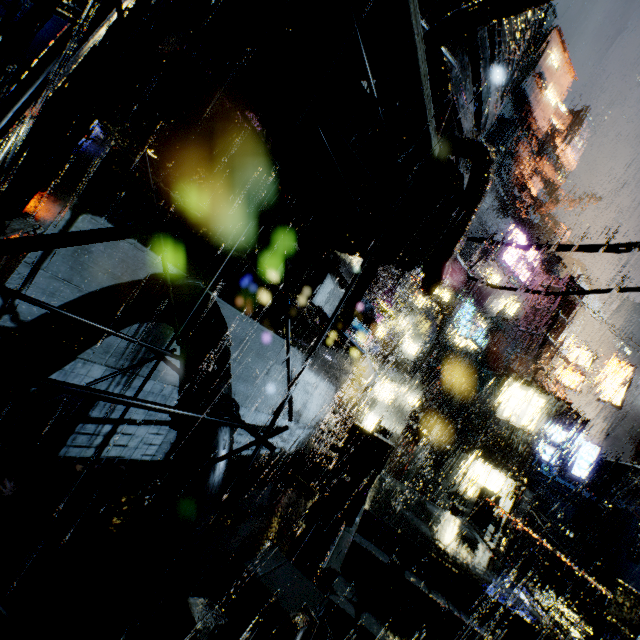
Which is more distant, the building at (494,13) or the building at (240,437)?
the building at (240,437)

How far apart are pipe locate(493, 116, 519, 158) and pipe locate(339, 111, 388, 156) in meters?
56.2

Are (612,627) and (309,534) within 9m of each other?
yes

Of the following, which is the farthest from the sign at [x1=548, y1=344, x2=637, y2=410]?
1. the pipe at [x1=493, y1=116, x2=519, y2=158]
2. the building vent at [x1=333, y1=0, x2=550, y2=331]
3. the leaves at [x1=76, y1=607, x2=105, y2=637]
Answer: the pipe at [x1=493, y1=116, x2=519, y2=158]

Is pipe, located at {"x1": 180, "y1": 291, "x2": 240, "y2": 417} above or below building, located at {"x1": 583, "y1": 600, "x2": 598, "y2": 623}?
above

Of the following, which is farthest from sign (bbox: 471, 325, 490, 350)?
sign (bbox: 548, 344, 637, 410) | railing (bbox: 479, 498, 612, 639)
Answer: railing (bbox: 479, 498, 612, 639)

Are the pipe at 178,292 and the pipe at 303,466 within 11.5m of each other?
yes

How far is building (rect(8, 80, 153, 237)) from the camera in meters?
4.9
